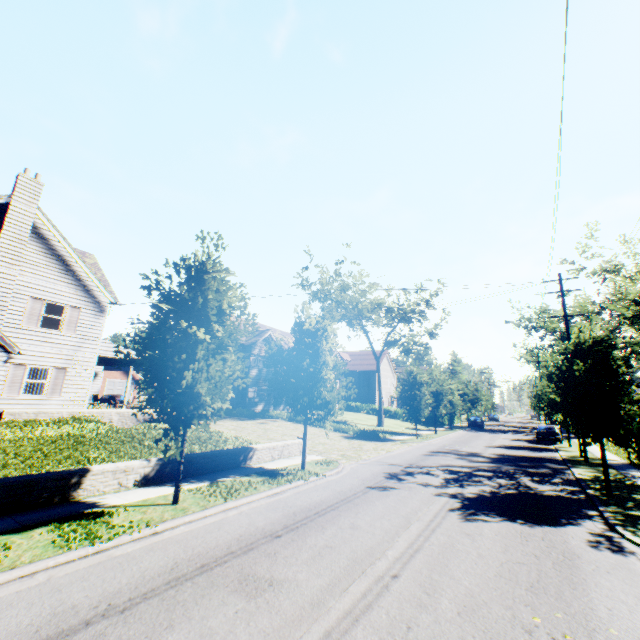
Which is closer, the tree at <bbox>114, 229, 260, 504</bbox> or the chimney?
the tree at <bbox>114, 229, 260, 504</bbox>

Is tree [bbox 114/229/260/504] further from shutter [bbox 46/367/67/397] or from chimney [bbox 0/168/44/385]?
shutter [bbox 46/367/67/397]

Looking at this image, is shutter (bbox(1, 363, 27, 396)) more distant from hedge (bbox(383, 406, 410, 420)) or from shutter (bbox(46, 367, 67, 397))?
hedge (bbox(383, 406, 410, 420))

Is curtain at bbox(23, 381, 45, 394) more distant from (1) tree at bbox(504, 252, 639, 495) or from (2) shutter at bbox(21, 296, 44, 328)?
(1) tree at bbox(504, 252, 639, 495)

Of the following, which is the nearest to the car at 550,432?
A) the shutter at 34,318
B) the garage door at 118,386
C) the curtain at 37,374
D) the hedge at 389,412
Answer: the hedge at 389,412

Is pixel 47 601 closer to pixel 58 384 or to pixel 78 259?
pixel 58 384

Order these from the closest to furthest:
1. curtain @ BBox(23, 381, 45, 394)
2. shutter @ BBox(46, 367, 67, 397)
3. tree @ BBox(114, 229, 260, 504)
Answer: tree @ BBox(114, 229, 260, 504)
curtain @ BBox(23, 381, 45, 394)
shutter @ BBox(46, 367, 67, 397)

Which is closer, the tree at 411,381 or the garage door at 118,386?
the tree at 411,381
